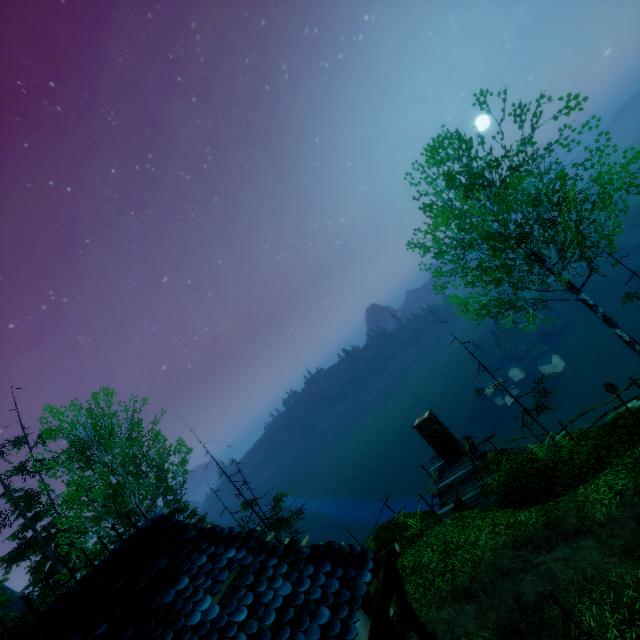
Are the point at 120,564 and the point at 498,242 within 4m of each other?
no

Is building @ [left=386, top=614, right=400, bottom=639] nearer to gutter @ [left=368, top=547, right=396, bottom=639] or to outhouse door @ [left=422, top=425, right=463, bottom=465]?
gutter @ [left=368, top=547, right=396, bottom=639]

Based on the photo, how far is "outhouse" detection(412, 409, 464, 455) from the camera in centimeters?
1717cm

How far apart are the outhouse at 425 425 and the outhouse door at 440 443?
0.0 meters

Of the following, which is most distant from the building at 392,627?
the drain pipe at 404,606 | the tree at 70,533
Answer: the tree at 70,533

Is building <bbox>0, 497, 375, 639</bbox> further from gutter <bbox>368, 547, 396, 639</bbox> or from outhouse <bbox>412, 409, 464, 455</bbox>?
outhouse <bbox>412, 409, 464, 455</bbox>

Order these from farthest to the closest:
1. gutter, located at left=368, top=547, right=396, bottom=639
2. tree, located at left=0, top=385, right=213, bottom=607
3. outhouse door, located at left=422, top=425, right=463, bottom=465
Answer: outhouse door, located at left=422, top=425, right=463, bottom=465 → tree, located at left=0, top=385, right=213, bottom=607 → gutter, located at left=368, top=547, right=396, bottom=639

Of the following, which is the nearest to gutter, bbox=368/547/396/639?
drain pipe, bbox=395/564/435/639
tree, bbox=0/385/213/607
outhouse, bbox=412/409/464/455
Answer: drain pipe, bbox=395/564/435/639
